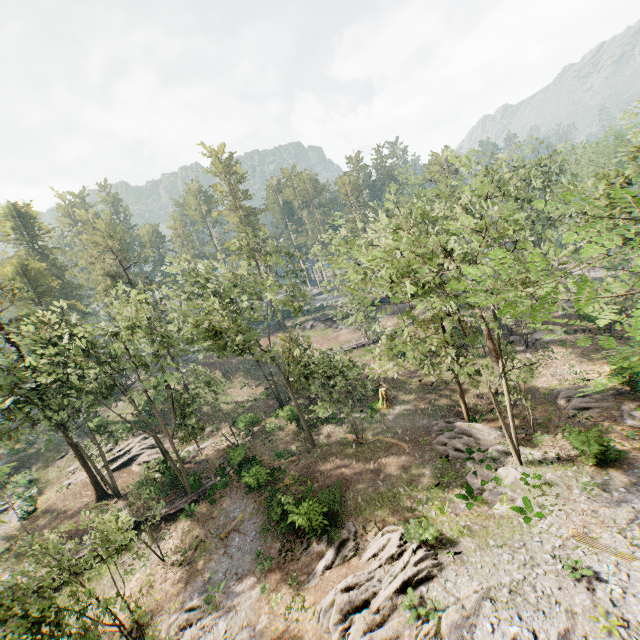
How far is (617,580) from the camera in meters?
13.8

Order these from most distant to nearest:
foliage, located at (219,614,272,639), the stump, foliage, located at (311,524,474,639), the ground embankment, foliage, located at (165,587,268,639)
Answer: the stump
the ground embankment
foliage, located at (165,587,268,639)
foliage, located at (219,614,272,639)
foliage, located at (311,524,474,639)

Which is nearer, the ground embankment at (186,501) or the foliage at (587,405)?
the foliage at (587,405)

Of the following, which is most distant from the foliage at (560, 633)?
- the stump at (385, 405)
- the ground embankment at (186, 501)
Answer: the stump at (385, 405)

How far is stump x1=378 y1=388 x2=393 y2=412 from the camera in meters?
31.6

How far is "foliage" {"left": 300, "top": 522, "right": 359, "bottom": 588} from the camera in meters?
18.8

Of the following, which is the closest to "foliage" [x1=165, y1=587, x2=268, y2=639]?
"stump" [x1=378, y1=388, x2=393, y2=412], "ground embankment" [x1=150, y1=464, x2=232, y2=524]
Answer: "ground embankment" [x1=150, y1=464, x2=232, y2=524]
